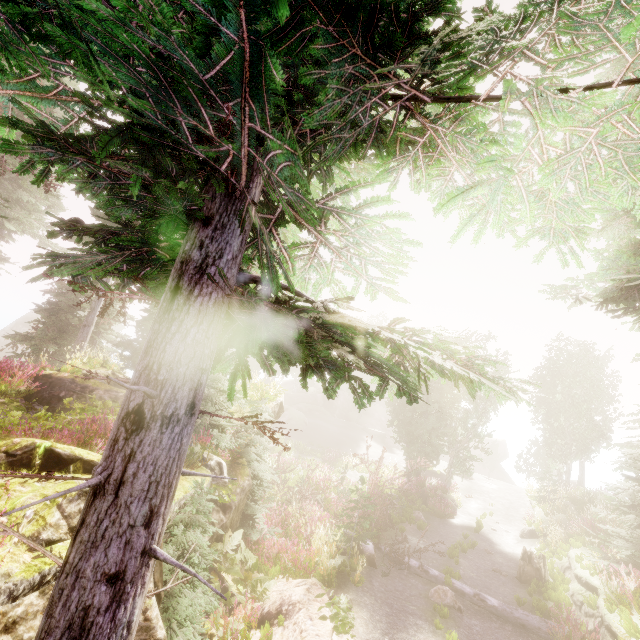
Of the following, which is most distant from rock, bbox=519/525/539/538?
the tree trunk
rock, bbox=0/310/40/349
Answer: rock, bbox=0/310/40/349

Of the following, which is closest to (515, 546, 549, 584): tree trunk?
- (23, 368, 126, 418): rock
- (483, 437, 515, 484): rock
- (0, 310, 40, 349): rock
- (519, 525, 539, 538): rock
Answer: (519, 525, 539, 538): rock

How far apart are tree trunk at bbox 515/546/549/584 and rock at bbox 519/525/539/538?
5.54m

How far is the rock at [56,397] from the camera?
11.0m

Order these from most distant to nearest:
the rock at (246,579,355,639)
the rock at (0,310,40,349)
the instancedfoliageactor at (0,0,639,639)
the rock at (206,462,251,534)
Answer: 1. the rock at (0,310,40,349)
2. the rock at (206,462,251,534)
3. the rock at (246,579,355,639)
4. the instancedfoliageactor at (0,0,639,639)

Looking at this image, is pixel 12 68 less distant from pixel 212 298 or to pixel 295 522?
pixel 212 298

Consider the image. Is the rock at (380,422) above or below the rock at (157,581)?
above

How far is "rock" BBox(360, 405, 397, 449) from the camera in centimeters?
4206cm
